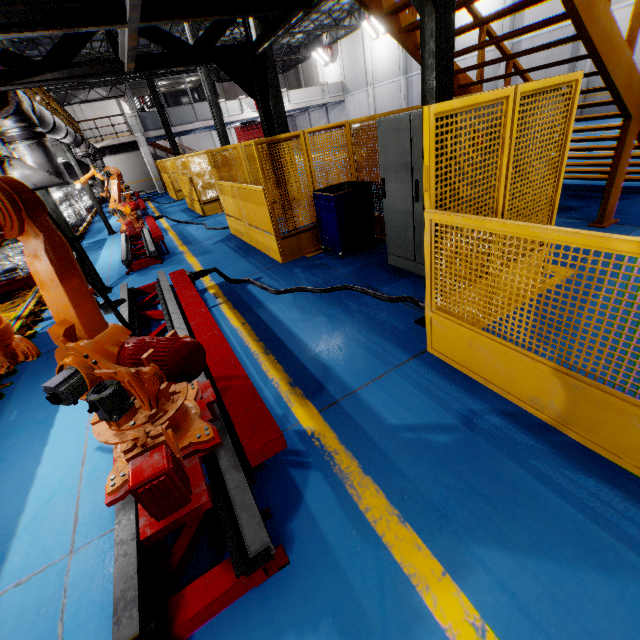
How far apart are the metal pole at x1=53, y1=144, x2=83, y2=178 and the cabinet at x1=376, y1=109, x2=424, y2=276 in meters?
12.7 m

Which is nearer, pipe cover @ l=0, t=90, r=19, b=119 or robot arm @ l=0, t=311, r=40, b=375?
robot arm @ l=0, t=311, r=40, b=375

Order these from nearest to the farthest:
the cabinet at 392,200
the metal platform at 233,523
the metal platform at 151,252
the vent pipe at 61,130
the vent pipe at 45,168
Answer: the metal platform at 233,523
the cabinet at 392,200
the vent pipe at 45,168
the vent pipe at 61,130
the metal platform at 151,252

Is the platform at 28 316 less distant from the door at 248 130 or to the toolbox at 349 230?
the toolbox at 349 230

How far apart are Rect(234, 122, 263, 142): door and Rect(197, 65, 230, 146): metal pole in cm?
2343

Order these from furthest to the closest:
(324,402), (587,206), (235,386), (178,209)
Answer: (178,209)
(587,206)
(324,402)
(235,386)

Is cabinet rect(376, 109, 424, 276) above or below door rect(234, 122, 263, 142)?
below

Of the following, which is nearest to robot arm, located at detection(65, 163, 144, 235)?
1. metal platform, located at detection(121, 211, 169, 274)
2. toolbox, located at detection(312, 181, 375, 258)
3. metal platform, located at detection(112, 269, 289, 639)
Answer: metal platform, located at detection(121, 211, 169, 274)
